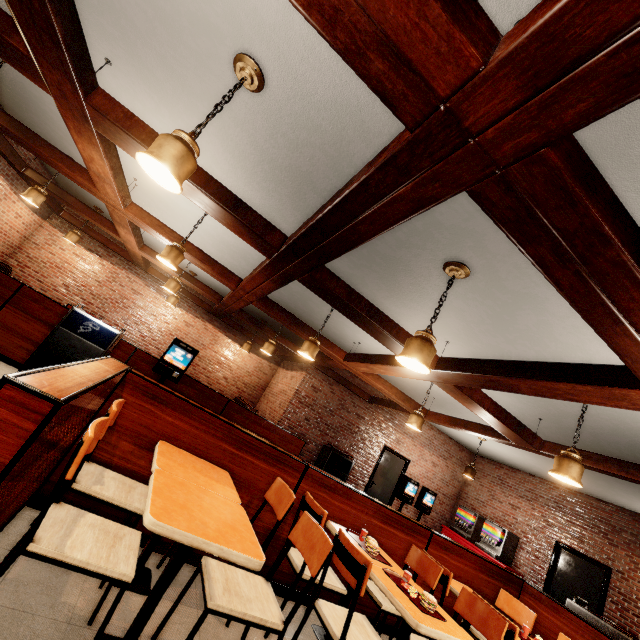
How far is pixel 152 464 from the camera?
2.3m
